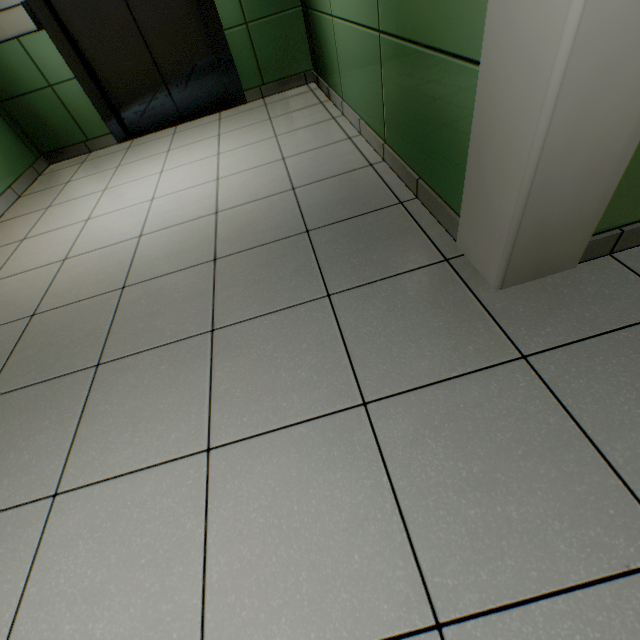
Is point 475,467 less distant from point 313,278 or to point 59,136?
point 313,278
